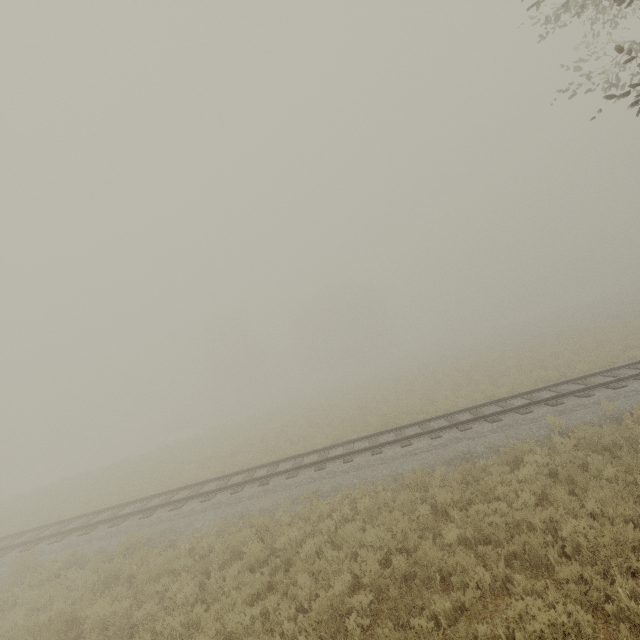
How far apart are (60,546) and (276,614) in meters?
10.9
